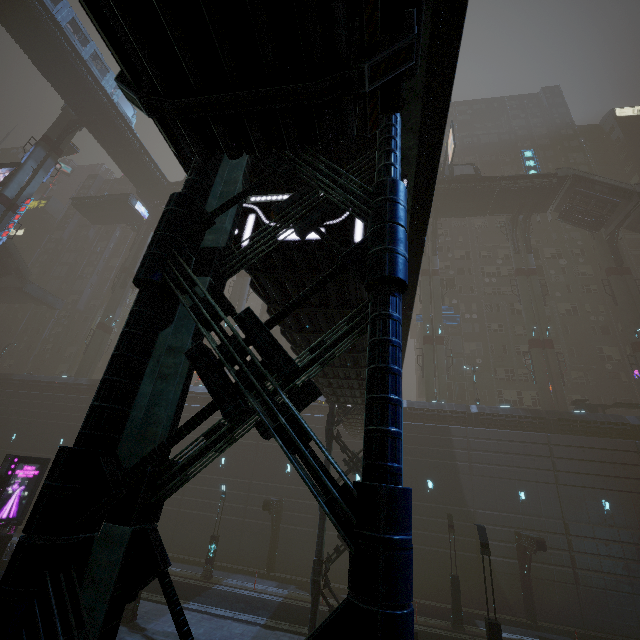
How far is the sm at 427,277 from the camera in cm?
3306

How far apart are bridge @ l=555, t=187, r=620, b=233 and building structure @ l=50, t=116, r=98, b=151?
53.6m

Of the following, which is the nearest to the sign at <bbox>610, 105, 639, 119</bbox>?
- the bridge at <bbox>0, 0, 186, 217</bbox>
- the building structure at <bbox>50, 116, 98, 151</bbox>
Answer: the bridge at <bbox>0, 0, 186, 217</bbox>

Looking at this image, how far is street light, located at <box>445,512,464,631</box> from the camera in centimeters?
1795cm

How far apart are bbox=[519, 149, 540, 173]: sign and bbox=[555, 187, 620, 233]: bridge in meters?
3.8 m

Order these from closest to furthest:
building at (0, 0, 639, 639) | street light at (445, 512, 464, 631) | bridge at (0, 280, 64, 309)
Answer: building at (0, 0, 639, 639) → street light at (445, 512, 464, 631) → bridge at (0, 280, 64, 309)

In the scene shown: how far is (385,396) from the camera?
2.54m

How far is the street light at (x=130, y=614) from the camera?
14.3m
